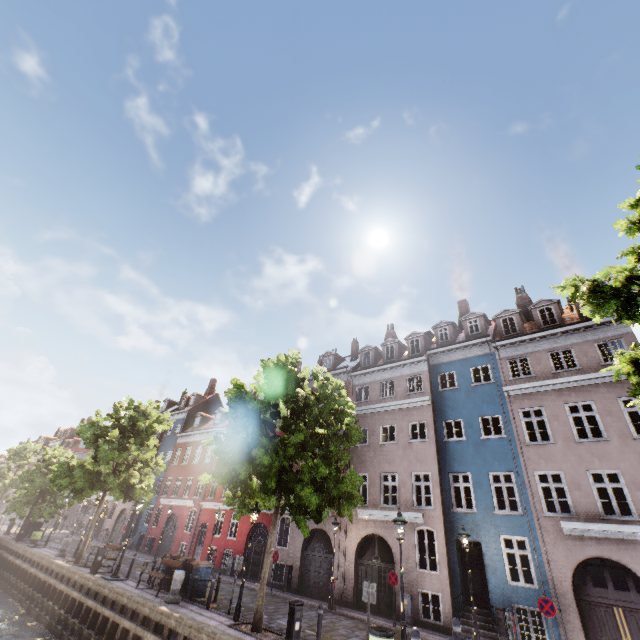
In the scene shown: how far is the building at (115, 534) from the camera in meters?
34.2 m

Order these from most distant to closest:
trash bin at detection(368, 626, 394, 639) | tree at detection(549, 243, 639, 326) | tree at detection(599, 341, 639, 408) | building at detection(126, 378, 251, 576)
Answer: building at detection(126, 378, 251, 576) → trash bin at detection(368, 626, 394, 639) → tree at detection(549, 243, 639, 326) → tree at detection(599, 341, 639, 408)

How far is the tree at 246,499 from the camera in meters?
11.8 m

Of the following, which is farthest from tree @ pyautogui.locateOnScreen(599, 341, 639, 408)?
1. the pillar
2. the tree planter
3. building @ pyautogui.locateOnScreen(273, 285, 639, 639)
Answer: building @ pyautogui.locateOnScreen(273, 285, 639, 639)

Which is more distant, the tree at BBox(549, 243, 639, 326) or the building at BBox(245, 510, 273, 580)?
the building at BBox(245, 510, 273, 580)

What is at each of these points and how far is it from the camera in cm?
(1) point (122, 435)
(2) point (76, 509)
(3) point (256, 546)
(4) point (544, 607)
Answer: (1) tree, 2250
(2) building, 5375
(3) building, 2333
(4) sign, 1152

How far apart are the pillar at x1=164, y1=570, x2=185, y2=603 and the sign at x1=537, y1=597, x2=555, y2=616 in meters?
14.3 m

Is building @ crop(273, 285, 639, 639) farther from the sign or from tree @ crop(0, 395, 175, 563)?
tree @ crop(0, 395, 175, 563)
